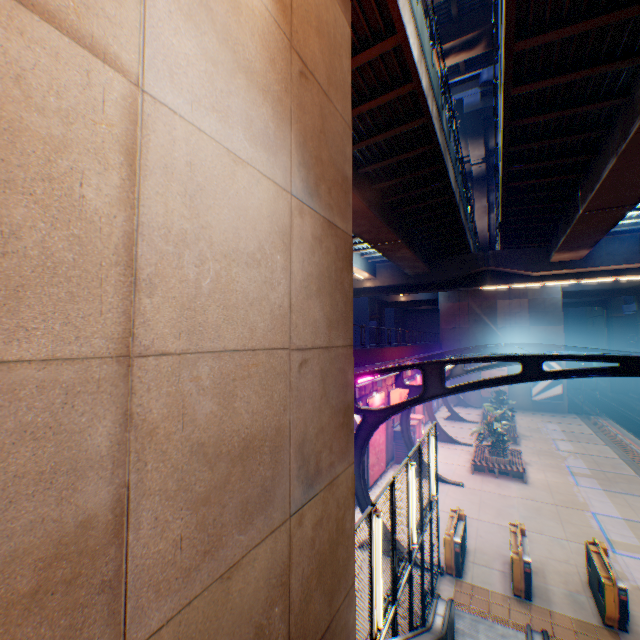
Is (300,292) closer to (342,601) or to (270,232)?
(270,232)

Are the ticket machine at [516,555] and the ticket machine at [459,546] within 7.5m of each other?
yes

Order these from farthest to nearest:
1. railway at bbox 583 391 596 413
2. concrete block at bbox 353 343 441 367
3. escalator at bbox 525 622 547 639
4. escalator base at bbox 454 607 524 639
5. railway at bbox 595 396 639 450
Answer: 1. railway at bbox 583 391 596 413
2. railway at bbox 595 396 639 450
3. concrete block at bbox 353 343 441 367
4. escalator base at bbox 454 607 524 639
5. escalator at bbox 525 622 547 639

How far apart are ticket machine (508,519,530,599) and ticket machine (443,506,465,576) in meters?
1.3

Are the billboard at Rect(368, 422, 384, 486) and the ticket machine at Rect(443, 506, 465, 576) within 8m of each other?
yes

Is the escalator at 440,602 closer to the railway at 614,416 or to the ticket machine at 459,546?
the ticket machine at 459,546

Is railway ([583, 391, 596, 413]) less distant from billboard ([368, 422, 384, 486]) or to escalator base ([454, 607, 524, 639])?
escalator base ([454, 607, 524, 639])

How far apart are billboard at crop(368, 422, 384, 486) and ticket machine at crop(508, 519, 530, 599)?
6.4 meters
